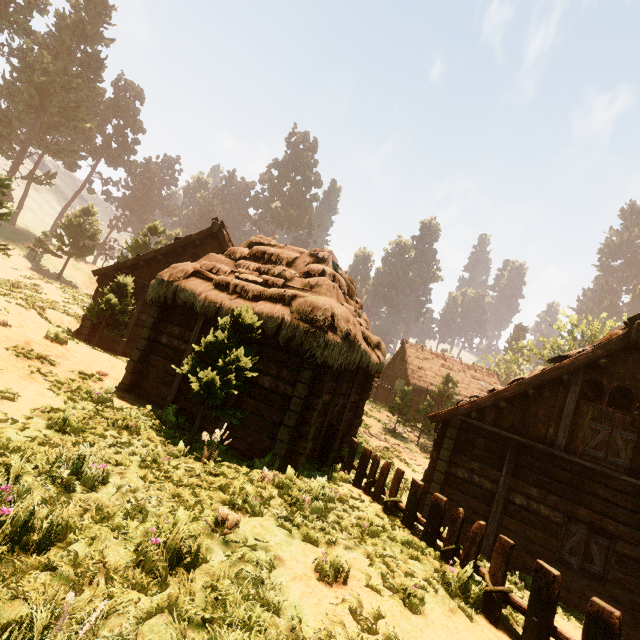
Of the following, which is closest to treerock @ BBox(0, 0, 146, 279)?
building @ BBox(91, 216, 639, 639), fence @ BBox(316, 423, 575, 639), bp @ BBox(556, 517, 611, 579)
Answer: building @ BBox(91, 216, 639, 639)

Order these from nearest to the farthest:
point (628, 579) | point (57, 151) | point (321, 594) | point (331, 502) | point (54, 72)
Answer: point (321, 594), point (331, 502), point (628, 579), point (54, 72), point (57, 151)

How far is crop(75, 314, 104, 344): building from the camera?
15.3 meters

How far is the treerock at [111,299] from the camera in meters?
14.0 m

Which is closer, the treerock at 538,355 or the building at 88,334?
the building at 88,334

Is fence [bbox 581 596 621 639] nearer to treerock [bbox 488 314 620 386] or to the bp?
treerock [bbox 488 314 620 386]

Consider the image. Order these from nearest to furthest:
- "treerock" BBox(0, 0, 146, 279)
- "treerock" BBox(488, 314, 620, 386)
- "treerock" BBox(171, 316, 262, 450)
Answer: "treerock" BBox(171, 316, 262, 450) < "treerock" BBox(488, 314, 620, 386) < "treerock" BBox(0, 0, 146, 279)

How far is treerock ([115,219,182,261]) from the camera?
29.6 meters
